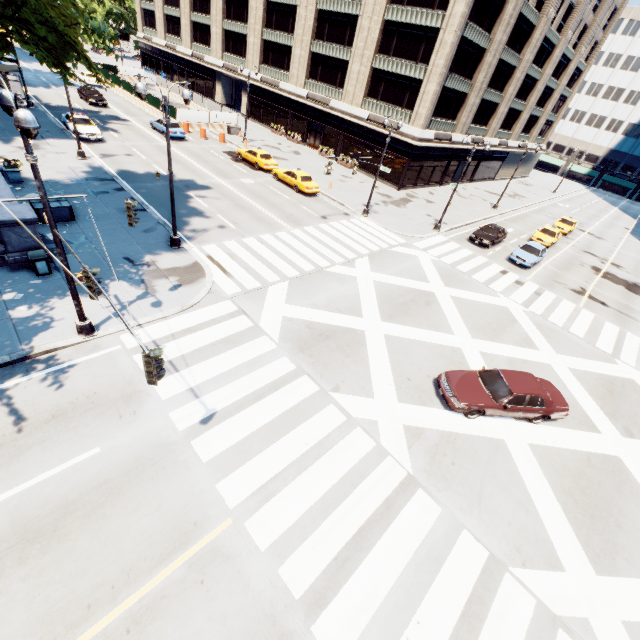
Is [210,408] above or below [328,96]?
below

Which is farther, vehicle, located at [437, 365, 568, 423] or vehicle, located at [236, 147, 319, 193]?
vehicle, located at [236, 147, 319, 193]

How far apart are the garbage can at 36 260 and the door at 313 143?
37.6 meters

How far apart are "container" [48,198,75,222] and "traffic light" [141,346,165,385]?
15.5m

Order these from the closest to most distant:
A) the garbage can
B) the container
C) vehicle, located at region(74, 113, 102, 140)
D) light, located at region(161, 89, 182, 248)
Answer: the garbage can
light, located at region(161, 89, 182, 248)
the container
vehicle, located at region(74, 113, 102, 140)

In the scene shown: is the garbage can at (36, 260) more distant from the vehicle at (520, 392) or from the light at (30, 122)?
the vehicle at (520, 392)

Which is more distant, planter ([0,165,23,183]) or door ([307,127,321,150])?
door ([307,127,321,150])

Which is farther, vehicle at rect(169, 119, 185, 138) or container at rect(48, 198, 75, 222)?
vehicle at rect(169, 119, 185, 138)
